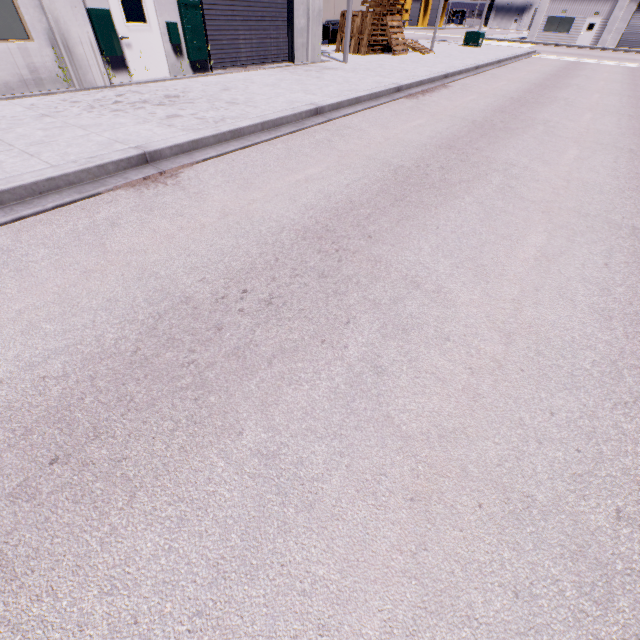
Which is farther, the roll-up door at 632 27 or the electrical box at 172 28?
the roll-up door at 632 27

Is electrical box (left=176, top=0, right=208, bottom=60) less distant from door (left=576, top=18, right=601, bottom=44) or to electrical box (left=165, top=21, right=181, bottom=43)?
electrical box (left=165, top=21, right=181, bottom=43)

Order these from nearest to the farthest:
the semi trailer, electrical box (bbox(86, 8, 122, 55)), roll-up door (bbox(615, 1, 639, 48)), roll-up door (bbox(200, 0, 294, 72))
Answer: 1. electrical box (bbox(86, 8, 122, 55))
2. roll-up door (bbox(200, 0, 294, 72))
3. the semi trailer
4. roll-up door (bbox(615, 1, 639, 48))

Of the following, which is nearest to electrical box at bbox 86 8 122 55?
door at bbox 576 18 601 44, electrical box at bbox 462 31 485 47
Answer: electrical box at bbox 462 31 485 47

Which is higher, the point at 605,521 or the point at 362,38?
the point at 362,38

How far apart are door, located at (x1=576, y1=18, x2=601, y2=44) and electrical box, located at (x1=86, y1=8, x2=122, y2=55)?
54.88m

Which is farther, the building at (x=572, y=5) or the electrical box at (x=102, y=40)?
the building at (x=572, y=5)

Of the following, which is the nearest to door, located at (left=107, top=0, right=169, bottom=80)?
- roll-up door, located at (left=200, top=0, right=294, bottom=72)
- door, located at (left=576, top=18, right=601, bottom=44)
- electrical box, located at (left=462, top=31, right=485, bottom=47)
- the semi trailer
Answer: roll-up door, located at (left=200, top=0, right=294, bottom=72)
